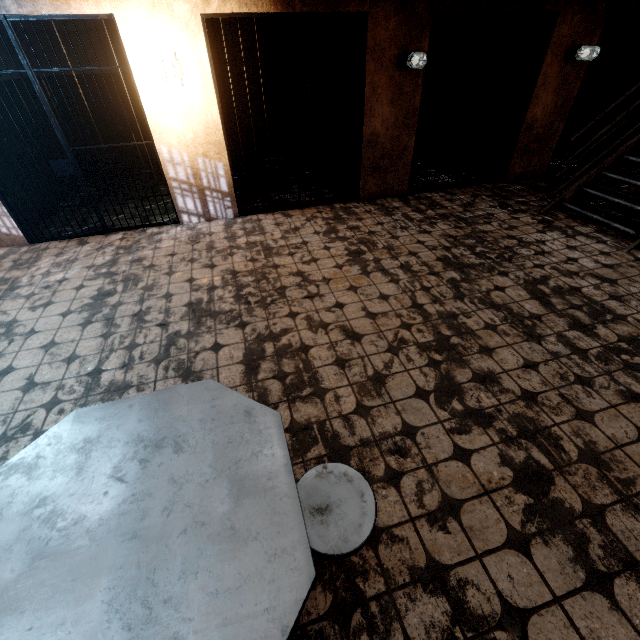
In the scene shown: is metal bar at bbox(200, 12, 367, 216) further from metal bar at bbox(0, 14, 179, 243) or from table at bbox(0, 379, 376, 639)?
table at bbox(0, 379, 376, 639)

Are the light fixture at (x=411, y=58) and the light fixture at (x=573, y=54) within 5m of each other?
yes

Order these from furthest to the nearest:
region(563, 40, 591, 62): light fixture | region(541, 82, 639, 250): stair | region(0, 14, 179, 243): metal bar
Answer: region(563, 40, 591, 62): light fixture < region(541, 82, 639, 250): stair < region(0, 14, 179, 243): metal bar

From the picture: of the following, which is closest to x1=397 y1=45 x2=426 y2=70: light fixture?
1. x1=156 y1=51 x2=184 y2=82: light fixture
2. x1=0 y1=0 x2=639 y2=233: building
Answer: x1=0 y1=0 x2=639 y2=233: building

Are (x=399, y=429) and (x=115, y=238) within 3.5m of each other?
no

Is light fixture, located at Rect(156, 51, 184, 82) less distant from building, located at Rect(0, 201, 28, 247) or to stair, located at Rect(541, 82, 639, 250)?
building, located at Rect(0, 201, 28, 247)

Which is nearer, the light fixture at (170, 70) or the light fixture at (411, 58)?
the light fixture at (170, 70)

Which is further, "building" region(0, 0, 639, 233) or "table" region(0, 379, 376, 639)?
"building" region(0, 0, 639, 233)
